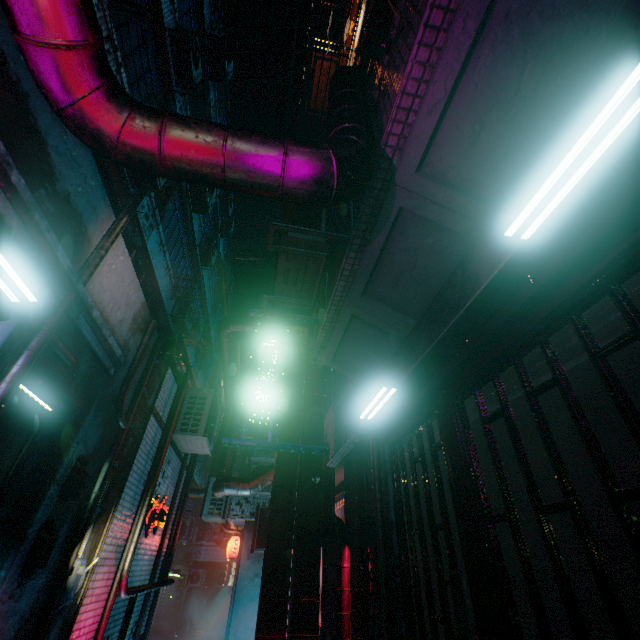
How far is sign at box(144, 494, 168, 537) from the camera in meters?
5.1 m

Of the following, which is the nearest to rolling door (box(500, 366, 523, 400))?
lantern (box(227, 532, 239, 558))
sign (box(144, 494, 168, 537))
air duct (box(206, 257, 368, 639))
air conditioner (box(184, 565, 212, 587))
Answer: air duct (box(206, 257, 368, 639))

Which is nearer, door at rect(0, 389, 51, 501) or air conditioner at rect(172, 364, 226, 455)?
door at rect(0, 389, 51, 501)

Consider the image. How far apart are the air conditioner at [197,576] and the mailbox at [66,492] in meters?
18.7 m

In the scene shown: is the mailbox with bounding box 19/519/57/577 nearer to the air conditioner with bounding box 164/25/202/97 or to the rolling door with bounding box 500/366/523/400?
the rolling door with bounding box 500/366/523/400

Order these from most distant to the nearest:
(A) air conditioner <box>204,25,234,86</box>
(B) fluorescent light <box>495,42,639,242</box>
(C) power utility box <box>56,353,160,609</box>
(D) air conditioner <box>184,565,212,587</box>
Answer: (D) air conditioner <box>184,565,212,587</box>
(A) air conditioner <box>204,25,234,86</box>
(C) power utility box <box>56,353,160,609</box>
(B) fluorescent light <box>495,42,639,242</box>

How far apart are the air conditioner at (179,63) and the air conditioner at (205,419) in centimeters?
651cm

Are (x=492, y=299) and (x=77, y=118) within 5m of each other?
yes
